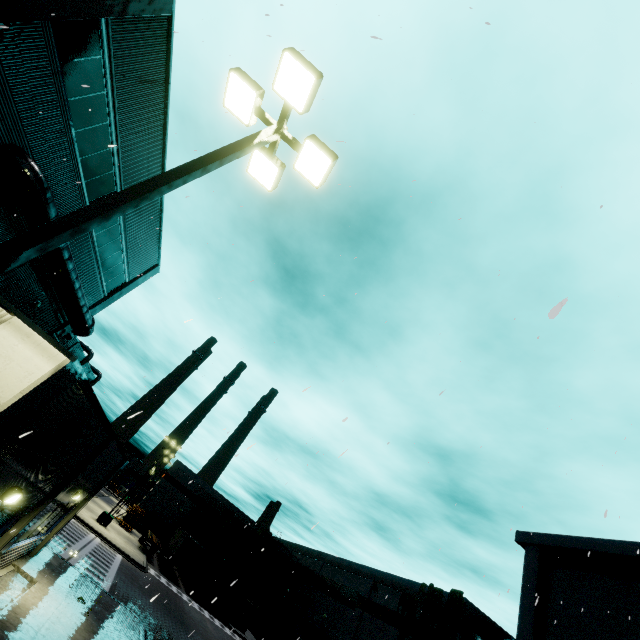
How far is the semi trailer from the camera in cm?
3613

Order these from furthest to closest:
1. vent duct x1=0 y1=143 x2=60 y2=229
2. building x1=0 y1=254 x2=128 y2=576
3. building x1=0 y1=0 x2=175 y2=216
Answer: vent duct x1=0 y1=143 x2=60 y2=229 < building x1=0 y1=0 x2=175 y2=216 < building x1=0 y1=254 x2=128 y2=576

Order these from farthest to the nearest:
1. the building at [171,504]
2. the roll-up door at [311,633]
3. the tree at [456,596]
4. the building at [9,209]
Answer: Answer:
1. the building at [171,504]
2. the roll-up door at [311,633]
3. the tree at [456,596]
4. the building at [9,209]

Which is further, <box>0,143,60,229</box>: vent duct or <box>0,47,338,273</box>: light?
<box>0,143,60,229</box>: vent duct

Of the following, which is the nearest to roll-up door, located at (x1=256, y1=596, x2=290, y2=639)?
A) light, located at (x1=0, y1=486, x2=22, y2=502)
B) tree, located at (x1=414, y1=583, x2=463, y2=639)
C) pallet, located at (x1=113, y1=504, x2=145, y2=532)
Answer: tree, located at (x1=414, y1=583, x2=463, y2=639)

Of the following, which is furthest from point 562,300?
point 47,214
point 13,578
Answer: point 13,578

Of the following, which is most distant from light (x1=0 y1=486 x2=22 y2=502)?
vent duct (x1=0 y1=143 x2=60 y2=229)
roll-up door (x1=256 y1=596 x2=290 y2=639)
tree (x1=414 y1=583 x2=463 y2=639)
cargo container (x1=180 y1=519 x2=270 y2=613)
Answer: cargo container (x1=180 y1=519 x2=270 y2=613)

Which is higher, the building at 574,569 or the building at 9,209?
the building at 574,569
